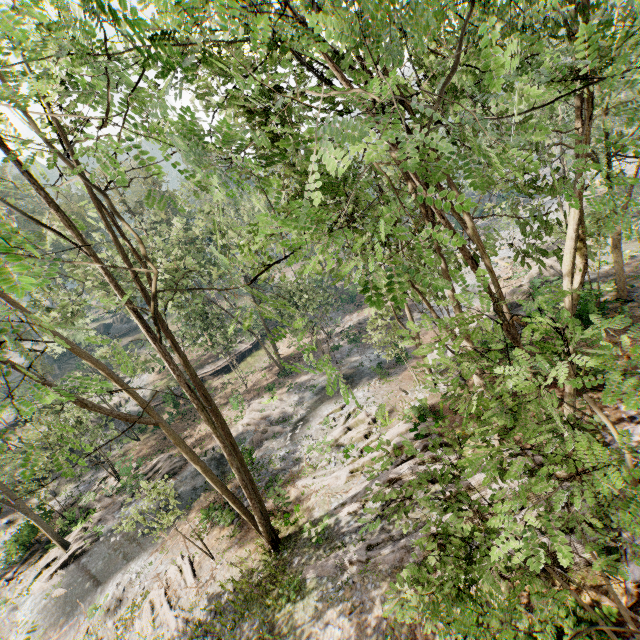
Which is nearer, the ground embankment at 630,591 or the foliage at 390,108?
the foliage at 390,108

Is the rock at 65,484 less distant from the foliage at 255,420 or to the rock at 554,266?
the foliage at 255,420

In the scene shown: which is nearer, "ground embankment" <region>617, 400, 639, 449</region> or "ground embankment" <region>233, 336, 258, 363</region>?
"ground embankment" <region>617, 400, 639, 449</region>

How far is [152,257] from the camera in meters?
27.0

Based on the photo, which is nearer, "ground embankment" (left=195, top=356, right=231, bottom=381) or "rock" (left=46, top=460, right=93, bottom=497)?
"rock" (left=46, top=460, right=93, bottom=497)

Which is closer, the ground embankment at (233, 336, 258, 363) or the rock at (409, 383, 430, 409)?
the rock at (409, 383, 430, 409)

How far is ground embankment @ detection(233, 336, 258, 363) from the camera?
42.49m

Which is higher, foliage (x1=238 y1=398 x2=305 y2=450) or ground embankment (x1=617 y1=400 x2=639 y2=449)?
ground embankment (x1=617 y1=400 x2=639 y2=449)
